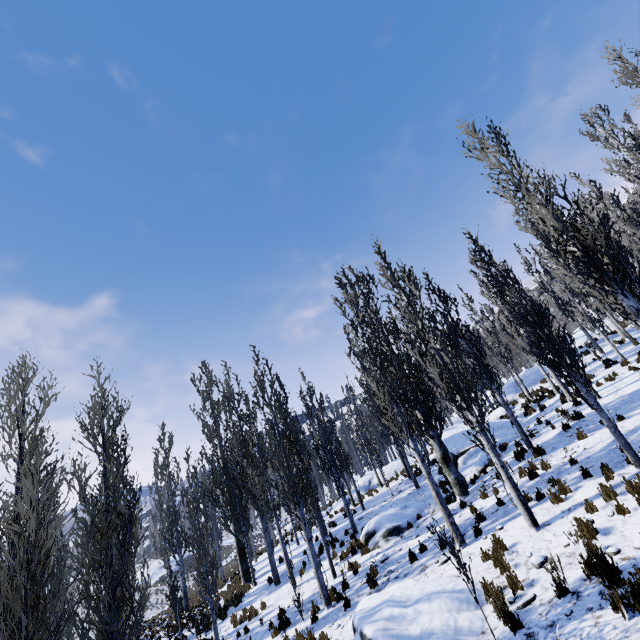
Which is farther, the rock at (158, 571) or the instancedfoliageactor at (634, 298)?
the rock at (158, 571)

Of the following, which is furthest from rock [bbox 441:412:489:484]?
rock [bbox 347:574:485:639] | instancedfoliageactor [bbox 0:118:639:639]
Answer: rock [bbox 347:574:485:639]

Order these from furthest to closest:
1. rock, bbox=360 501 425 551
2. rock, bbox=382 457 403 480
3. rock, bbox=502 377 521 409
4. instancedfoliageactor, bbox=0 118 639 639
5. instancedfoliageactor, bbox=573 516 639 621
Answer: rock, bbox=382 457 403 480, rock, bbox=502 377 521 409, rock, bbox=360 501 425 551, instancedfoliageactor, bbox=0 118 639 639, instancedfoliageactor, bbox=573 516 639 621

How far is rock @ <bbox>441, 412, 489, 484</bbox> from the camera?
14.4m

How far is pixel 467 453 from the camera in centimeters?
1659cm

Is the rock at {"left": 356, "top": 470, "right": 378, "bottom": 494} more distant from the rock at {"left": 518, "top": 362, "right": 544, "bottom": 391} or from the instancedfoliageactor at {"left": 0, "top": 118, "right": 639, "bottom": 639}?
the rock at {"left": 518, "top": 362, "right": 544, "bottom": 391}

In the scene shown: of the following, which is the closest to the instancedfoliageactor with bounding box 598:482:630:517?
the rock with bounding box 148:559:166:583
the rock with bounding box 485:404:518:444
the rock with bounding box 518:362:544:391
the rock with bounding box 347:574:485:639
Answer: the rock with bounding box 485:404:518:444
